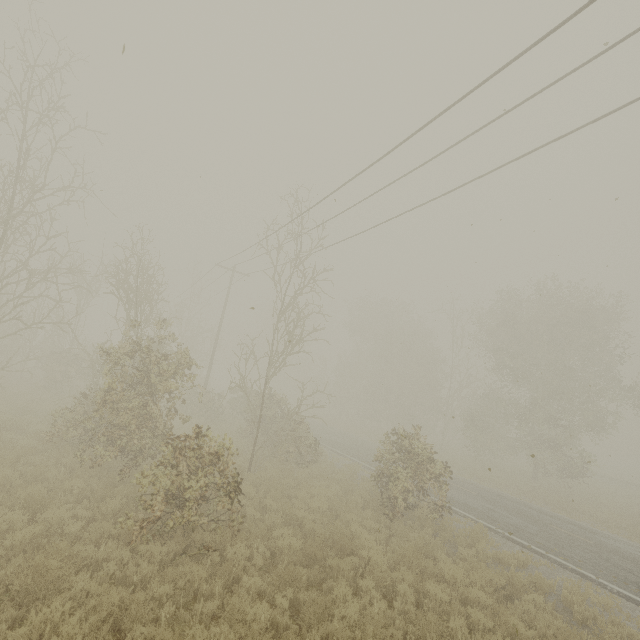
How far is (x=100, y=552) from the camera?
6.4 meters
